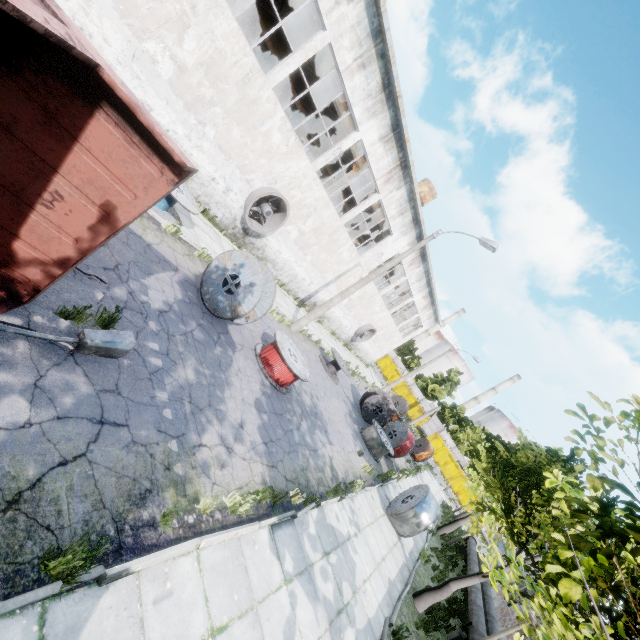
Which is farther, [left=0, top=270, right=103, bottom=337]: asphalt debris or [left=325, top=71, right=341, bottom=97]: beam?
[left=325, top=71, right=341, bottom=97]: beam

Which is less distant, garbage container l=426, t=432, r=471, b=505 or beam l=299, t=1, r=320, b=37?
beam l=299, t=1, r=320, b=37

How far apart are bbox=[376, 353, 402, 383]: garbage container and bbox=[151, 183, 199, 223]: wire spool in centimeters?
4429cm

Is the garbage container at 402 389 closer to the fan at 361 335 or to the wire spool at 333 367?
the fan at 361 335

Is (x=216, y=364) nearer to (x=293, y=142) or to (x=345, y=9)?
(x=293, y=142)

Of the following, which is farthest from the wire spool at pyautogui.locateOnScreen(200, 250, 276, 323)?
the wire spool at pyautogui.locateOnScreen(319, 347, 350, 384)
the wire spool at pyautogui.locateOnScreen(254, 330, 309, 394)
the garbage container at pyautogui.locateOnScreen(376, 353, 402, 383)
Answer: the garbage container at pyautogui.locateOnScreen(376, 353, 402, 383)

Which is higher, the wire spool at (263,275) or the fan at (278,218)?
the fan at (278,218)

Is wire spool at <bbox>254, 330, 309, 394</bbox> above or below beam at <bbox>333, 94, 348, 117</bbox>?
below
